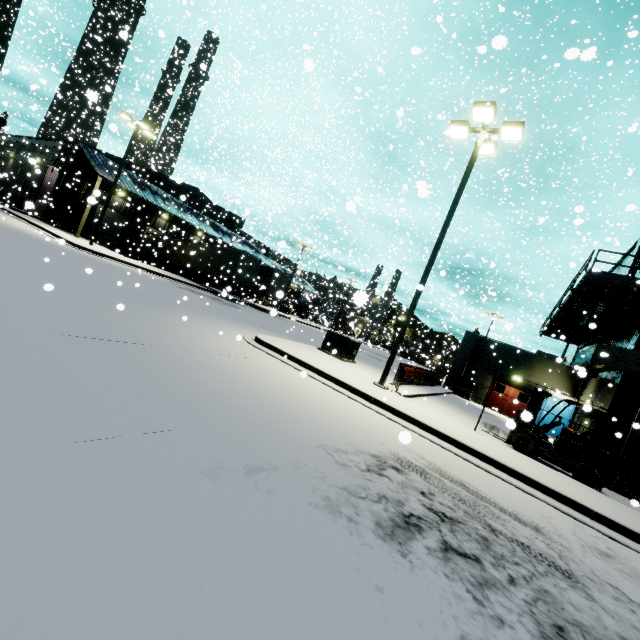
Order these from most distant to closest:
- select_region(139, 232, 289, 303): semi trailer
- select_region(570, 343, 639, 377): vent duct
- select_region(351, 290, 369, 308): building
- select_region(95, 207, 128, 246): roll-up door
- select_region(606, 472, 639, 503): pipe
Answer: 1. select_region(95, 207, 128, 246): roll-up door
2. select_region(139, 232, 289, 303): semi trailer
3. select_region(570, 343, 639, 377): vent duct
4. select_region(606, 472, 639, 503): pipe
5. select_region(351, 290, 369, 308): building

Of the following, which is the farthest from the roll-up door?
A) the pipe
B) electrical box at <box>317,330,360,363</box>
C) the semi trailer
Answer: the pipe

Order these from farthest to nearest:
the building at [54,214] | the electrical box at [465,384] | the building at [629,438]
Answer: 1. the building at [54,214]
2. the electrical box at [465,384]
3. the building at [629,438]

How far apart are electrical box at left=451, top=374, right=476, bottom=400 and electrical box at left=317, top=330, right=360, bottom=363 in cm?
1243

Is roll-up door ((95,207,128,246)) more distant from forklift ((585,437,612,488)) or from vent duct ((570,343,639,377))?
forklift ((585,437,612,488))

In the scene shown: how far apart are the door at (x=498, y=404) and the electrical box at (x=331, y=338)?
14.2 meters

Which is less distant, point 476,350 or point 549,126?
point 549,126

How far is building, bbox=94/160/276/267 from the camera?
29.8m
